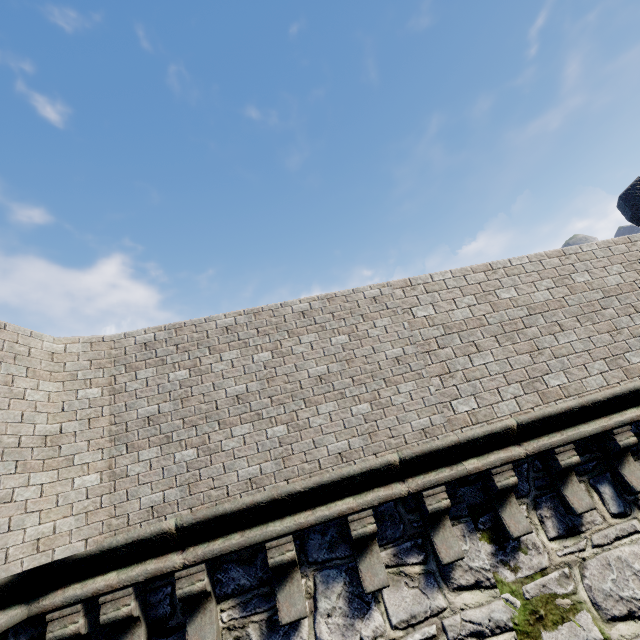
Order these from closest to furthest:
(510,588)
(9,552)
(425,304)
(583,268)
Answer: (9,552) → (510,588) → (425,304) → (583,268)
